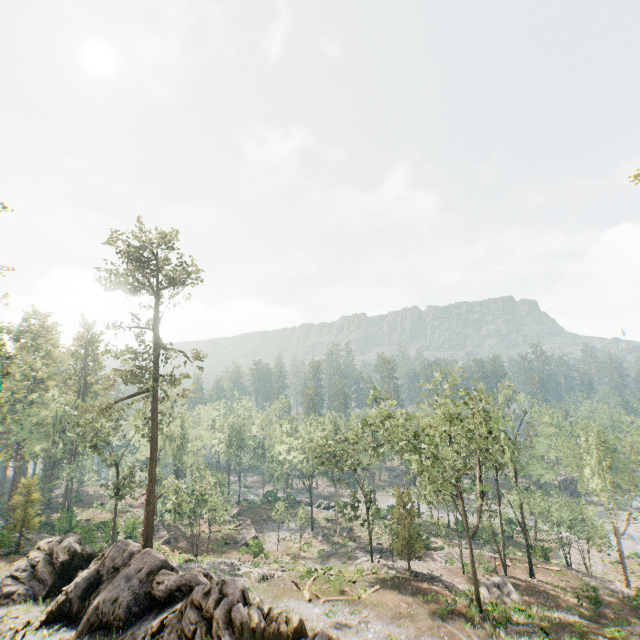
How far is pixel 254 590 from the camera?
27.2m

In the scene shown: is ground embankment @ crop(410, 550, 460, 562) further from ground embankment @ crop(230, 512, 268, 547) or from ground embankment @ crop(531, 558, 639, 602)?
ground embankment @ crop(531, 558, 639, 602)

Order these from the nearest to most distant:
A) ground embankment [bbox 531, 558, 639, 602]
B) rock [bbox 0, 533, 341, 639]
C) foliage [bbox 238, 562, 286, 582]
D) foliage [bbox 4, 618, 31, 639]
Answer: rock [bbox 0, 533, 341, 639] → foliage [bbox 4, 618, 31, 639] → foliage [bbox 238, 562, 286, 582] → ground embankment [bbox 531, 558, 639, 602]

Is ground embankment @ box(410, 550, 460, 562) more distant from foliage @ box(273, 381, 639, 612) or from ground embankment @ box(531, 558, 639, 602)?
ground embankment @ box(531, 558, 639, 602)

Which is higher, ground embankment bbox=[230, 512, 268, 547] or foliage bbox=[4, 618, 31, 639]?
foliage bbox=[4, 618, 31, 639]

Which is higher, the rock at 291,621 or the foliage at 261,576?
the rock at 291,621

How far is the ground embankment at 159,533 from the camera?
43.4m

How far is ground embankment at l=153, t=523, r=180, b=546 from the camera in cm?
4336
